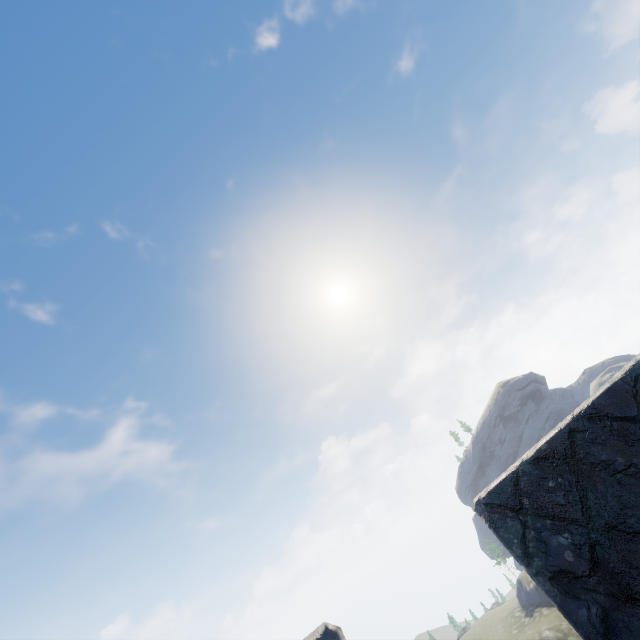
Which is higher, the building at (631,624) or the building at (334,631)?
the building at (334,631)

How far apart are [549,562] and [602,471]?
0.5 meters

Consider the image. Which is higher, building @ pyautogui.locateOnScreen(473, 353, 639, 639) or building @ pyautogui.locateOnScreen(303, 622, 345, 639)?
building @ pyautogui.locateOnScreen(303, 622, 345, 639)
